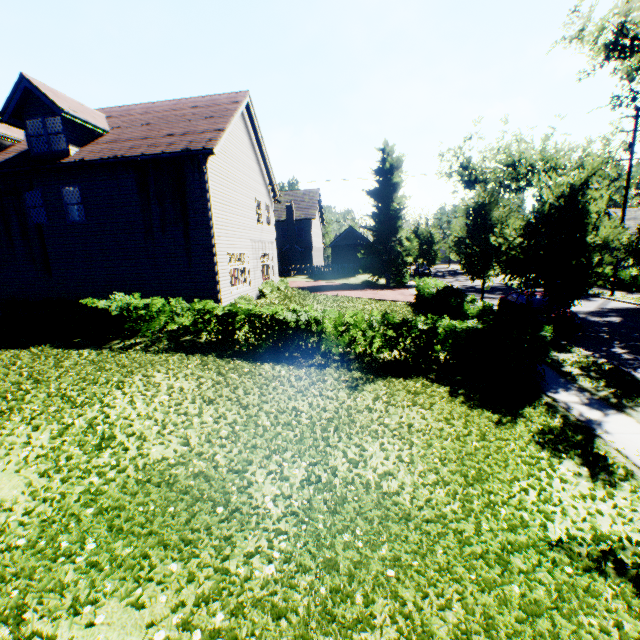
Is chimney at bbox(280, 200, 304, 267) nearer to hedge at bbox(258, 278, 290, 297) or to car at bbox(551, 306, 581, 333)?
hedge at bbox(258, 278, 290, 297)

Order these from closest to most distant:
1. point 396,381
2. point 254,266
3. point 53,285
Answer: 1. point 396,381
2. point 53,285
3. point 254,266

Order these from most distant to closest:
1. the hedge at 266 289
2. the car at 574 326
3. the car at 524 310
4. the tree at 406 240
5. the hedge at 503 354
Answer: the tree at 406 240, the hedge at 266 289, the car at 524 310, the car at 574 326, the hedge at 503 354

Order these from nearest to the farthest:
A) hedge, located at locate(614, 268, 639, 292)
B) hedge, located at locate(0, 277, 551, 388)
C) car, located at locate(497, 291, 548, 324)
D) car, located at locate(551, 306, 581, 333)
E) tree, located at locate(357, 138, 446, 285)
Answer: hedge, located at locate(0, 277, 551, 388) → car, located at locate(551, 306, 581, 333) → car, located at locate(497, 291, 548, 324) → hedge, located at locate(614, 268, 639, 292) → tree, located at locate(357, 138, 446, 285)

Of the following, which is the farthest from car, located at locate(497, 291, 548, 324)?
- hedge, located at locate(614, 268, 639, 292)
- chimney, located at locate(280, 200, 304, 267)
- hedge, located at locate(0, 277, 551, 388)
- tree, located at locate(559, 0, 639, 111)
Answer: chimney, located at locate(280, 200, 304, 267)

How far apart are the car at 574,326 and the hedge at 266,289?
13.1 meters

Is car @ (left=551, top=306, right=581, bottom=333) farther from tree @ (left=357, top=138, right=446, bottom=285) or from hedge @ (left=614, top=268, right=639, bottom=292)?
hedge @ (left=614, top=268, right=639, bottom=292)

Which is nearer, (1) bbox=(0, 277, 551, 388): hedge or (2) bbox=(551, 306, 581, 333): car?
(1) bbox=(0, 277, 551, 388): hedge
